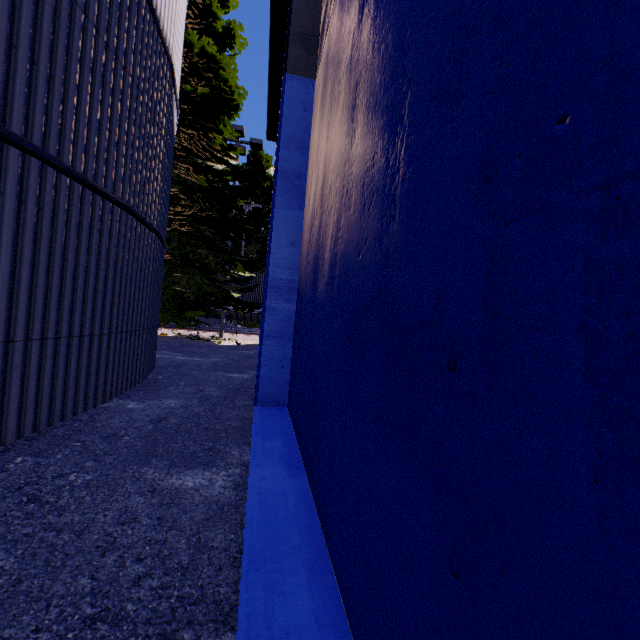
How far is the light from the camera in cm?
1475

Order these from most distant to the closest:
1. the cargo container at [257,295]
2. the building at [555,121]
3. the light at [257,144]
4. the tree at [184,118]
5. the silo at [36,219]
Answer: the cargo container at [257,295] → the light at [257,144] → the tree at [184,118] → the silo at [36,219] → the building at [555,121]

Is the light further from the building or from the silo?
the silo

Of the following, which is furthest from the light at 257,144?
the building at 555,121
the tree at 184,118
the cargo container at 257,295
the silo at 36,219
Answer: the silo at 36,219

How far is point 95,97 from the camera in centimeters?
377cm

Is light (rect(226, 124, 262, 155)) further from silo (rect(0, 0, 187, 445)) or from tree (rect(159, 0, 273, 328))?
silo (rect(0, 0, 187, 445))

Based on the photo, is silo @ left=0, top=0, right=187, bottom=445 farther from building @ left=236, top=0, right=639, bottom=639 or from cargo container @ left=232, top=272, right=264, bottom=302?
cargo container @ left=232, top=272, right=264, bottom=302

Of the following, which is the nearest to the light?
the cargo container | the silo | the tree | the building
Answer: the tree
